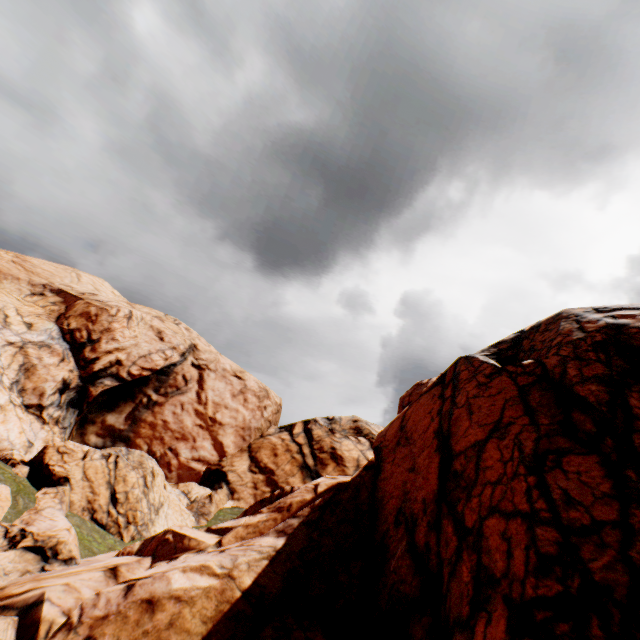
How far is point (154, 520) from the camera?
23.3m
